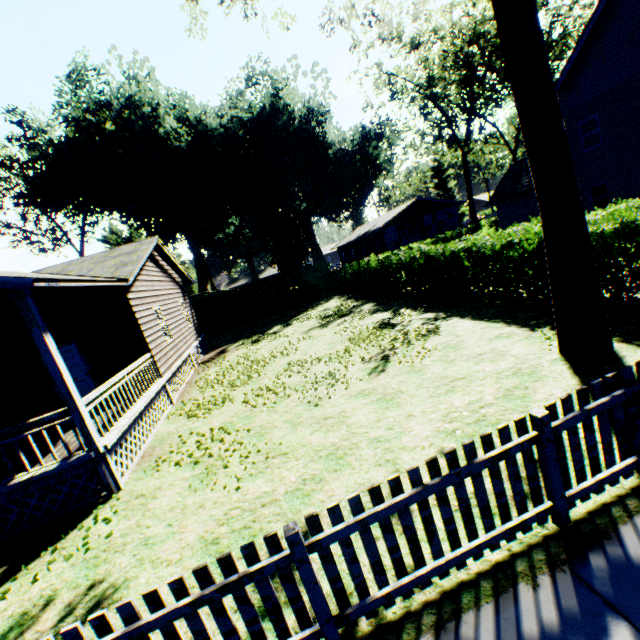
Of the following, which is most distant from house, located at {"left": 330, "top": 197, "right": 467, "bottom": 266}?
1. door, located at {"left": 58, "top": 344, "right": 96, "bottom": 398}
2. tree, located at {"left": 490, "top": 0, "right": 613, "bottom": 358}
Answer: door, located at {"left": 58, "top": 344, "right": 96, "bottom": 398}

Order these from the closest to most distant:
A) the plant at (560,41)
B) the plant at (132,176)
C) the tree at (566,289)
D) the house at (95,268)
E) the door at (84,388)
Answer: the tree at (566,289) < the house at (95,268) < the door at (84,388) < the plant at (560,41) < the plant at (132,176)

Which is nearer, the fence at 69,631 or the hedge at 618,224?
the fence at 69,631

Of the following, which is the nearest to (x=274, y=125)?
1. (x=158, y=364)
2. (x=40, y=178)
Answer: (x=40, y=178)

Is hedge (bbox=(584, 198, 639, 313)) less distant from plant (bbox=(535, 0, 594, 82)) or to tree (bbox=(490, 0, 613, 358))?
tree (bbox=(490, 0, 613, 358))

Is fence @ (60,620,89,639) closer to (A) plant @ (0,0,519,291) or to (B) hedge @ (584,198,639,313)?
(B) hedge @ (584,198,639,313)

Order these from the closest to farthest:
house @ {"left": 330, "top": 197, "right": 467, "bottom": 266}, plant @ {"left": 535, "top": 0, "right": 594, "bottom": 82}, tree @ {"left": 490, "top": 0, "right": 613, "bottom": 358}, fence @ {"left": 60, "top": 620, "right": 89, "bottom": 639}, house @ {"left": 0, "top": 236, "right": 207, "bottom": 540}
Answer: fence @ {"left": 60, "top": 620, "right": 89, "bottom": 639} → tree @ {"left": 490, "top": 0, "right": 613, "bottom": 358} → house @ {"left": 0, "top": 236, "right": 207, "bottom": 540} → plant @ {"left": 535, "top": 0, "right": 594, "bottom": 82} → house @ {"left": 330, "top": 197, "right": 467, "bottom": 266}

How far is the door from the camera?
10.6m
